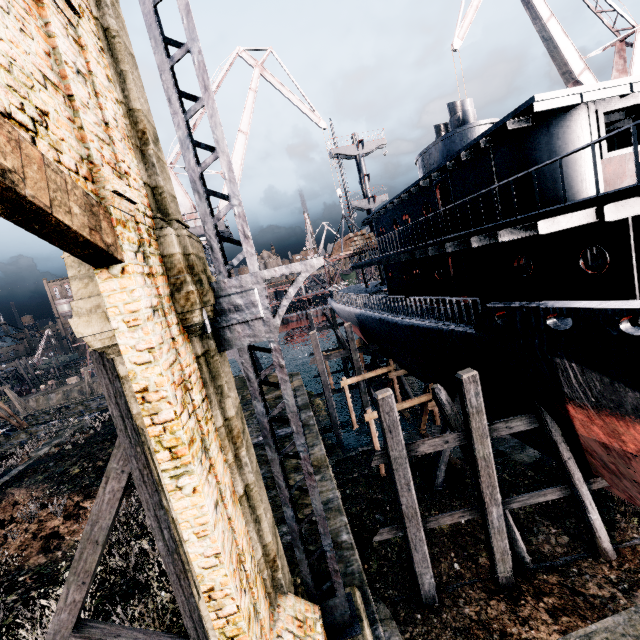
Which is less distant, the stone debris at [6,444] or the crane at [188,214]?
the crane at [188,214]

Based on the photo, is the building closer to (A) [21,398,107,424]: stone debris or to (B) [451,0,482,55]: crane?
(A) [21,398,107,424]: stone debris

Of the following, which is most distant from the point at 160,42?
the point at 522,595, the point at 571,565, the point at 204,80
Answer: the point at 571,565

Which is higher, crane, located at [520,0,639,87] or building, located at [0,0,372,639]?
crane, located at [520,0,639,87]

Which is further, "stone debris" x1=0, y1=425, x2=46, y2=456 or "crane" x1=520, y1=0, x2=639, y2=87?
"stone debris" x1=0, y1=425, x2=46, y2=456

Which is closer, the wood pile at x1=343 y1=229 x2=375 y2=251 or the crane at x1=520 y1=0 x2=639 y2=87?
the crane at x1=520 y1=0 x2=639 y2=87

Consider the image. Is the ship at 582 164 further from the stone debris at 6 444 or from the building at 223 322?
the stone debris at 6 444

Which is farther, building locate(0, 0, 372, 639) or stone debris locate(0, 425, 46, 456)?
stone debris locate(0, 425, 46, 456)
